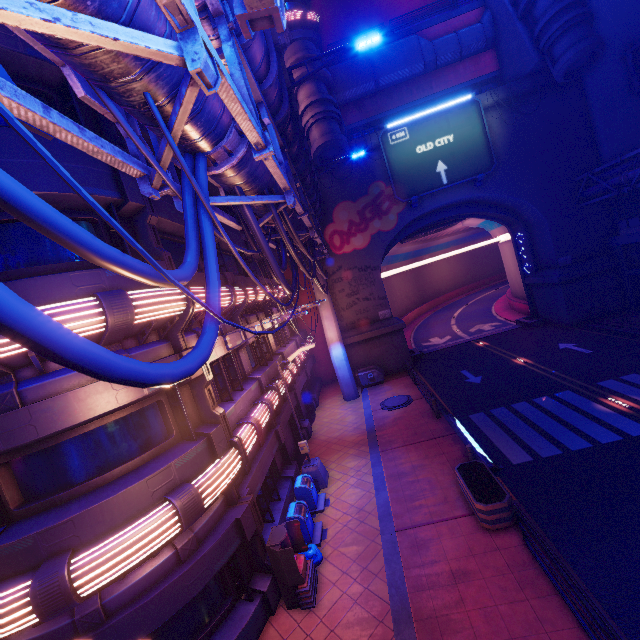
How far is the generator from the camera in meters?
24.7

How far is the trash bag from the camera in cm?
998

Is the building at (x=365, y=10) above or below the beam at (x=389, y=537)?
above

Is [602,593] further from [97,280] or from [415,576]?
[97,280]

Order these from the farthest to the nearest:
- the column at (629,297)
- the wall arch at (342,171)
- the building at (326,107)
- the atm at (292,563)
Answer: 1. the wall arch at (342,171)
2. the column at (629,297)
3. the building at (326,107)
4. the atm at (292,563)

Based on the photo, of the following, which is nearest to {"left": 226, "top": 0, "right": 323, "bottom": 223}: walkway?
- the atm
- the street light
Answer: the street light

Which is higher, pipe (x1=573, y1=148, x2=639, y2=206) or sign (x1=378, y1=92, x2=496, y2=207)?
sign (x1=378, y1=92, x2=496, y2=207)

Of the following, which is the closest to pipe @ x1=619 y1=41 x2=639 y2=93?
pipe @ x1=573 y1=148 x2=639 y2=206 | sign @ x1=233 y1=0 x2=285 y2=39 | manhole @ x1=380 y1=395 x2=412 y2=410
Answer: pipe @ x1=573 y1=148 x2=639 y2=206
